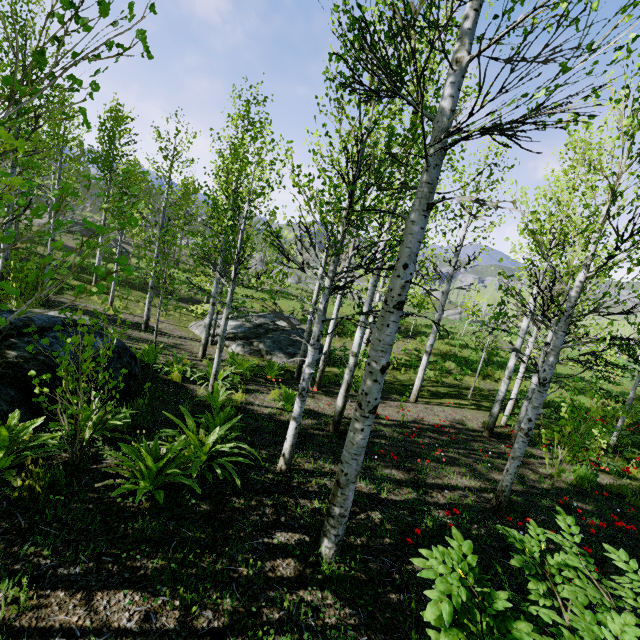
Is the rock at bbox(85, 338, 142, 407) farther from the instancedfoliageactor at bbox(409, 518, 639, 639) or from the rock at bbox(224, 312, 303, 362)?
the rock at bbox(224, 312, 303, 362)

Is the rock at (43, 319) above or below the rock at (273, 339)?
above

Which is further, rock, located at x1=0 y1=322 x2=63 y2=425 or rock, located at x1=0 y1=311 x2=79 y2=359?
rock, located at x1=0 y1=311 x2=79 y2=359

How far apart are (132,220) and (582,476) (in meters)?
10.89

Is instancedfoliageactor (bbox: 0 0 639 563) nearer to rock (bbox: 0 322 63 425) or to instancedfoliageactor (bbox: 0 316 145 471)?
rock (bbox: 0 322 63 425)

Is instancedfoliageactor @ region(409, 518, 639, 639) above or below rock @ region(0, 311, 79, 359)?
above

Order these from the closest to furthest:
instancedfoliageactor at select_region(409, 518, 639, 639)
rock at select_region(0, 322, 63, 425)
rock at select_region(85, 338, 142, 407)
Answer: instancedfoliageactor at select_region(409, 518, 639, 639) < rock at select_region(0, 322, 63, 425) < rock at select_region(85, 338, 142, 407)

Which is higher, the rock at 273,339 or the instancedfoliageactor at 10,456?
the instancedfoliageactor at 10,456
